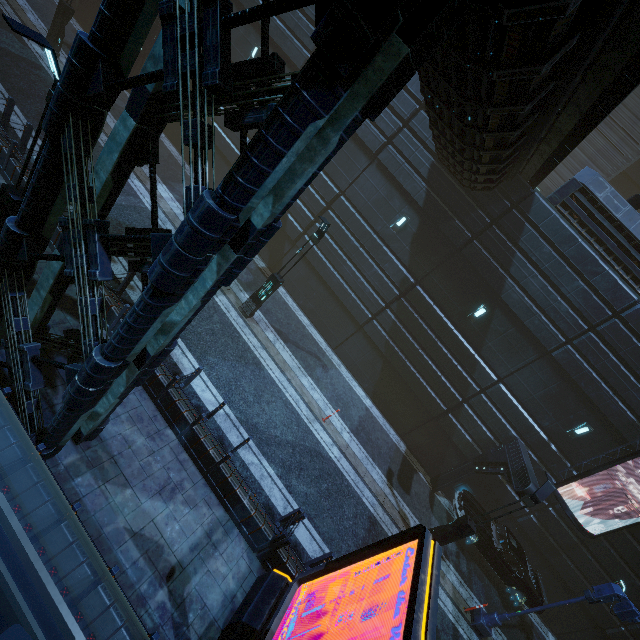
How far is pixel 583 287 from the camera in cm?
1307

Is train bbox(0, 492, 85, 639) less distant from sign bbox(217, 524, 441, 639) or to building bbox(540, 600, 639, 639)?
building bbox(540, 600, 639, 639)

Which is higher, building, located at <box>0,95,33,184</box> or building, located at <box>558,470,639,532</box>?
building, located at <box>558,470,639,532</box>

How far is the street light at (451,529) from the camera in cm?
1091

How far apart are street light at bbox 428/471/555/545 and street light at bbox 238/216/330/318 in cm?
1128

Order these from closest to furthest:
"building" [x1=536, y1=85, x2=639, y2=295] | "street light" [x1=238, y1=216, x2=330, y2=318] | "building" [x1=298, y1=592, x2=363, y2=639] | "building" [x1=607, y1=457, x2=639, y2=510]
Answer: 1. "building" [x1=298, y1=592, x2=363, y2=639]
2. "street light" [x1=238, y1=216, x2=330, y2=318]
3. "building" [x1=536, y1=85, x2=639, y2=295]
4. "building" [x1=607, y1=457, x2=639, y2=510]

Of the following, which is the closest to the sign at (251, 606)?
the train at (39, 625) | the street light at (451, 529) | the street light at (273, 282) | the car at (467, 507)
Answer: the train at (39, 625)

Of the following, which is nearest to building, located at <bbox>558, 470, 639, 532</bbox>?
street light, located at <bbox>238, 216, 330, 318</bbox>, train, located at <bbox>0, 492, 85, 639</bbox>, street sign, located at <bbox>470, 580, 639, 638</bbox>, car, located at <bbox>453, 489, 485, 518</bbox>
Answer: train, located at <bbox>0, 492, 85, 639</bbox>
